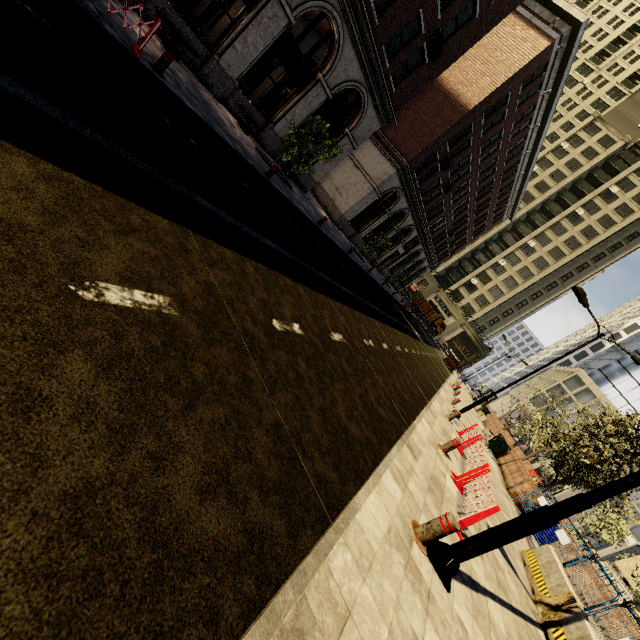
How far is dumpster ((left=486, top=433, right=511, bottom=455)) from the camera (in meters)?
19.85

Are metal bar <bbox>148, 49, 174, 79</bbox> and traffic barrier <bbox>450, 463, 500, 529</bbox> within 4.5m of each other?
no

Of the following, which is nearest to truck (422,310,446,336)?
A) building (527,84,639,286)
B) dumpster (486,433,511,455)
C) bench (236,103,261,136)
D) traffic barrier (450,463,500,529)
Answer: building (527,84,639,286)

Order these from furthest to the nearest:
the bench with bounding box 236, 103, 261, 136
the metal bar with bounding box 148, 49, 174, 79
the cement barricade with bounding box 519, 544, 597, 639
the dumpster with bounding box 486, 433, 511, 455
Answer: the dumpster with bounding box 486, 433, 511, 455 → the bench with bounding box 236, 103, 261, 136 → the metal bar with bounding box 148, 49, 174, 79 → the cement barricade with bounding box 519, 544, 597, 639

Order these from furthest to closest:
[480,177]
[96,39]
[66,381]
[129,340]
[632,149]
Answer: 1. [632,149]
2. [480,177]
3. [96,39]
4. [129,340]
5. [66,381]

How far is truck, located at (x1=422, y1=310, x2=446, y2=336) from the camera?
55.84m

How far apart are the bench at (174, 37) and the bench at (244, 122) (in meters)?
2.34

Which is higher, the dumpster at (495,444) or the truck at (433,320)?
the truck at (433,320)
